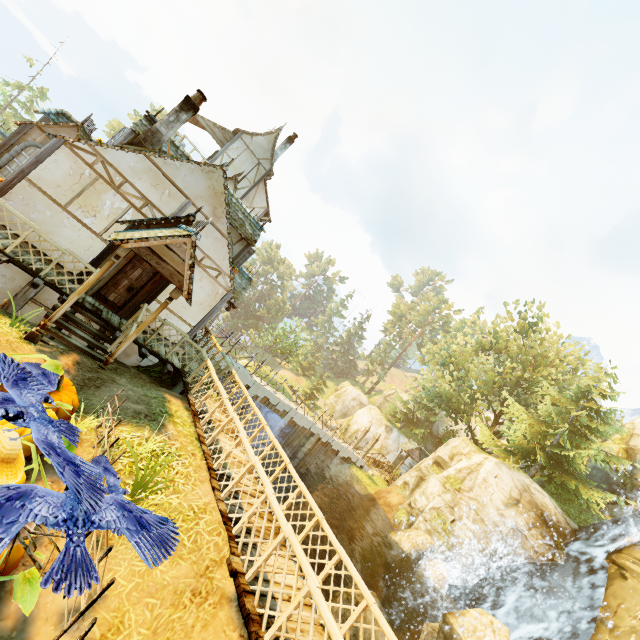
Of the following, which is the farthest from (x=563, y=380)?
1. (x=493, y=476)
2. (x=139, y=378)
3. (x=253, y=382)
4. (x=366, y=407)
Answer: (x=139, y=378)

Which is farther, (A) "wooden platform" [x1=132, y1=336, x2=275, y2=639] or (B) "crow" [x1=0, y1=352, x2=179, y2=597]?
(A) "wooden platform" [x1=132, y1=336, x2=275, y2=639]

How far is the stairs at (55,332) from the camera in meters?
8.4 m

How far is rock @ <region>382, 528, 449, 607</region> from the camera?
15.9m

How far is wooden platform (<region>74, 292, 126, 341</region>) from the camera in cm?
955

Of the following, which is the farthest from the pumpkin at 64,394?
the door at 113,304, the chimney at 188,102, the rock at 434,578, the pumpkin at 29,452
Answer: the rock at 434,578

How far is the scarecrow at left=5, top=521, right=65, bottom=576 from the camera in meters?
2.4 m

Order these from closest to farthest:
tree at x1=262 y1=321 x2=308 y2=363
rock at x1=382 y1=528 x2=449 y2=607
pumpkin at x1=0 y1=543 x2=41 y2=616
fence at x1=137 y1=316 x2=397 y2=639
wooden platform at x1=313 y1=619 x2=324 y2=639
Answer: pumpkin at x1=0 y1=543 x2=41 y2=616 < fence at x1=137 y1=316 x2=397 y2=639 < wooden platform at x1=313 y1=619 x2=324 y2=639 < rock at x1=382 y1=528 x2=449 y2=607 < tree at x1=262 y1=321 x2=308 y2=363
